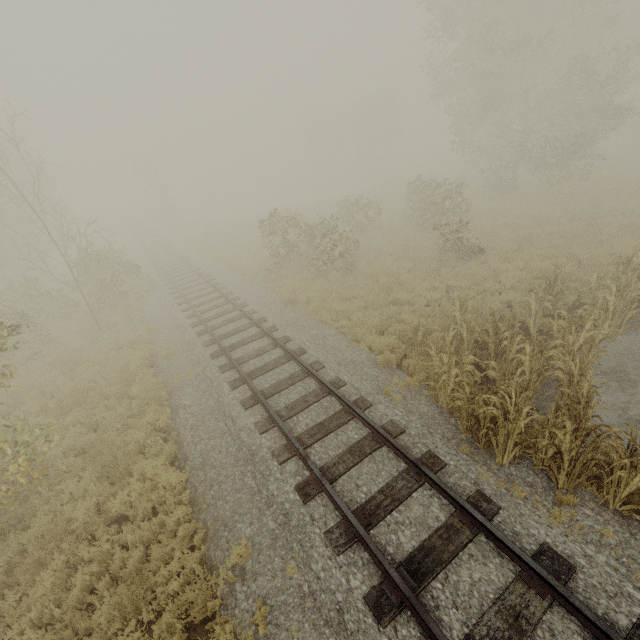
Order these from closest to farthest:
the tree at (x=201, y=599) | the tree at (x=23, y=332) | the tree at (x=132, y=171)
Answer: the tree at (x=201, y=599), the tree at (x=23, y=332), the tree at (x=132, y=171)

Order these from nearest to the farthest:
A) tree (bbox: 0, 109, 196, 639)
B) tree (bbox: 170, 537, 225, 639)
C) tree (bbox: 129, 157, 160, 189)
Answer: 1. tree (bbox: 170, 537, 225, 639)
2. tree (bbox: 0, 109, 196, 639)
3. tree (bbox: 129, 157, 160, 189)

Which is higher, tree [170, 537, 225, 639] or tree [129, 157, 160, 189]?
tree [129, 157, 160, 189]

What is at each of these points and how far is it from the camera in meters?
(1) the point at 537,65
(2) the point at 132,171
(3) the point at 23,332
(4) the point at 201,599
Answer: (1) tree, 20.8 m
(2) tree, 37.2 m
(3) tree, 13.9 m
(4) tree, 5.1 m

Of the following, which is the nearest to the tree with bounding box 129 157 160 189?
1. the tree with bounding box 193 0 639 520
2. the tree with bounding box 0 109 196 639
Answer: the tree with bounding box 0 109 196 639

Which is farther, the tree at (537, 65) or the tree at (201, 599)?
the tree at (537, 65)

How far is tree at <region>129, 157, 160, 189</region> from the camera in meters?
38.1 m
